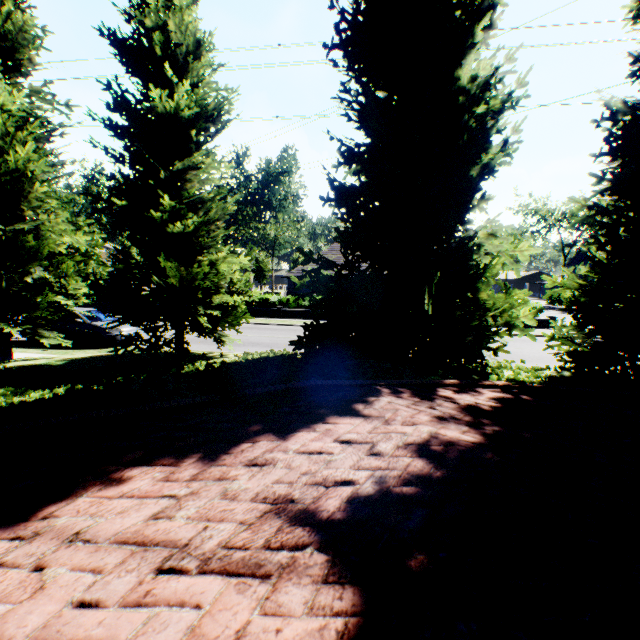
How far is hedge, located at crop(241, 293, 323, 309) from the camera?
25.80m

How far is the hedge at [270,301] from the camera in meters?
25.8 m

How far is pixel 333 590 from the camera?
1.5m

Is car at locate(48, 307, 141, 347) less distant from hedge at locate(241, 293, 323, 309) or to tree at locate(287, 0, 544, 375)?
tree at locate(287, 0, 544, 375)

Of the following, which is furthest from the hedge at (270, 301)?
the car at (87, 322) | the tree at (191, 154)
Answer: the car at (87, 322)

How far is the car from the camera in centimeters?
1357cm

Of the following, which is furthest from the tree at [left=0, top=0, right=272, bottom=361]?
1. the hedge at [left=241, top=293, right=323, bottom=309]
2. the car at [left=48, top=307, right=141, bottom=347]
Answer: the hedge at [left=241, top=293, right=323, bottom=309]

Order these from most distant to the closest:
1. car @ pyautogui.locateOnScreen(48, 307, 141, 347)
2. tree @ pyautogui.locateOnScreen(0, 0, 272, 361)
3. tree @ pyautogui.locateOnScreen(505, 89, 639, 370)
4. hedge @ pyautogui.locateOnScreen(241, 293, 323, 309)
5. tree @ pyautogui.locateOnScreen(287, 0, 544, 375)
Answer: hedge @ pyautogui.locateOnScreen(241, 293, 323, 309)
car @ pyautogui.locateOnScreen(48, 307, 141, 347)
tree @ pyautogui.locateOnScreen(0, 0, 272, 361)
tree @ pyautogui.locateOnScreen(505, 89, 639, 370)
tree @ pyautogui.locateOnScreen(287, 0, 544, 375)
